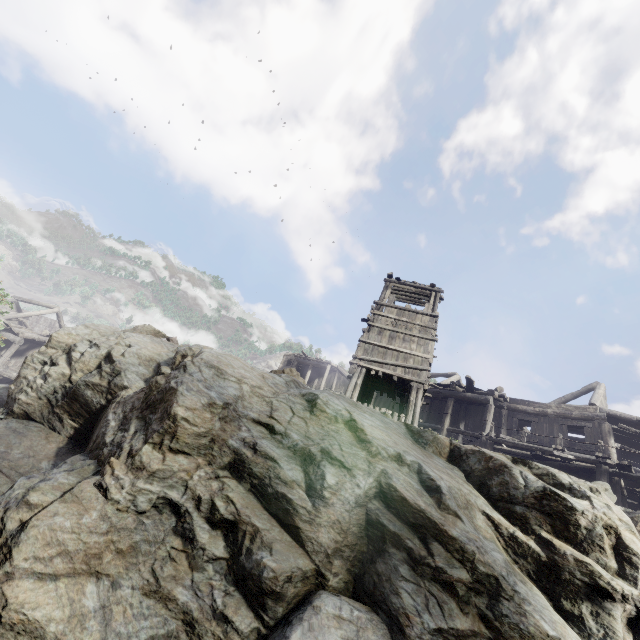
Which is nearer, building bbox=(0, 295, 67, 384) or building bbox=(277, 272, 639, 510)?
building bbox=(277, 272, 639, 510)

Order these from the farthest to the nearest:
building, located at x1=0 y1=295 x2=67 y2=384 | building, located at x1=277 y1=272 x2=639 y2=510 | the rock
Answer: building, located at x1=0 y1=295 x2=67 y2=384 → building, located at x1=277 y1=272 x2=639 y2=510 → the rock

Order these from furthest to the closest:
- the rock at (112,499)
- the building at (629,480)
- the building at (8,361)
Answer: the building at (8,361), the building at (629,480), the rock at (112,499)

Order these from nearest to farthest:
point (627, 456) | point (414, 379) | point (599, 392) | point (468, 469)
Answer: point (468, 469) → point (414, 379) → point (599, 392) → point (627, 456)

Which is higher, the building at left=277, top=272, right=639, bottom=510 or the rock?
the building at left=277, top=272, right=639, bottom=510

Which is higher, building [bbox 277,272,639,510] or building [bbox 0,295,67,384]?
building [bbox 277,272,639,510]

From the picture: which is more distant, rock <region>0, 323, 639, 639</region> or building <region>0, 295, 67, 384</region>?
building <region>0, 295, 67, 384</region>

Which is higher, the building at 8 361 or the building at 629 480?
the building at 629 480
